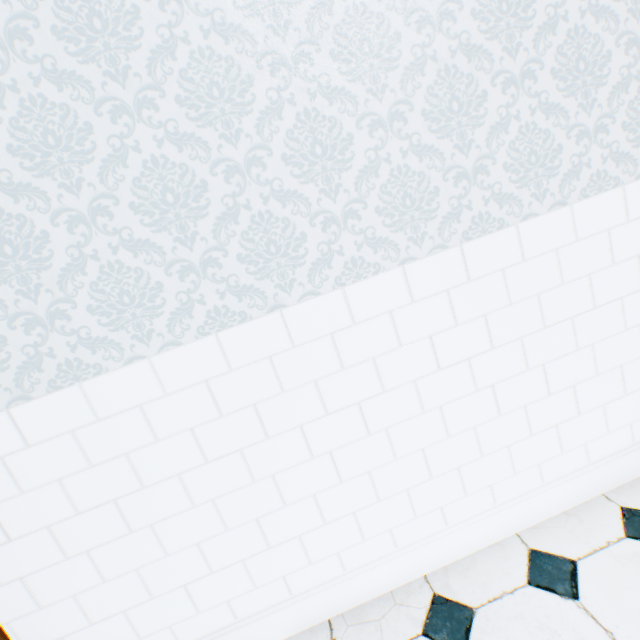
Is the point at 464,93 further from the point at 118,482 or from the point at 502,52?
the point at 118,482
